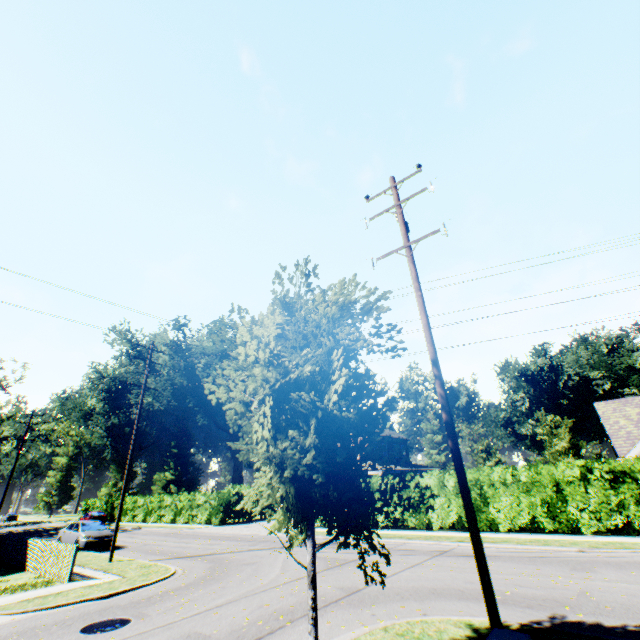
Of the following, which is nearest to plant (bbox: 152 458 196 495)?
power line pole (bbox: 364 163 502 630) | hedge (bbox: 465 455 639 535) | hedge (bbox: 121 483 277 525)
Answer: hedge (bbox: 121 483 277 525)

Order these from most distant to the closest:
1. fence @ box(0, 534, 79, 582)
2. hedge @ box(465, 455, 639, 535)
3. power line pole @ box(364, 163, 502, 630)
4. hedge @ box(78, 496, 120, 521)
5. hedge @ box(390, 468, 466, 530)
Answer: hedge @ box(78, 496, 120, 521)
hedge @ box(390, 468, 466, 530)
hedge @ box(465, 455, 639, 535)
fence @ box(0, 534, 79, 582)
power line pole @ box(364, 163, 502, 630)

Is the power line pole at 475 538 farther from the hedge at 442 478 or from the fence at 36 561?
the fence at 36 561

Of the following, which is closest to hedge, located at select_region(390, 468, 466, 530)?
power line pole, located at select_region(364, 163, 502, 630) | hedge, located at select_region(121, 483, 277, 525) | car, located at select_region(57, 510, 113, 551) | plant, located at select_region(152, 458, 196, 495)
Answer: hedge, located at select_region(121, 483, 277, 525)

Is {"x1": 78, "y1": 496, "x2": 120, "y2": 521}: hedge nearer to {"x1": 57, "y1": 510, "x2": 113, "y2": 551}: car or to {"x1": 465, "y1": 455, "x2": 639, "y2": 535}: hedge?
{"x1": 465, "y1": 455, "x2": 639, "y2": 535}: hedge

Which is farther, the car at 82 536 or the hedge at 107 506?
the hedge at 107 506

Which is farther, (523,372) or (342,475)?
(523,372)

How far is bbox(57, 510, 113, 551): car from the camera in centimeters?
1989cm
